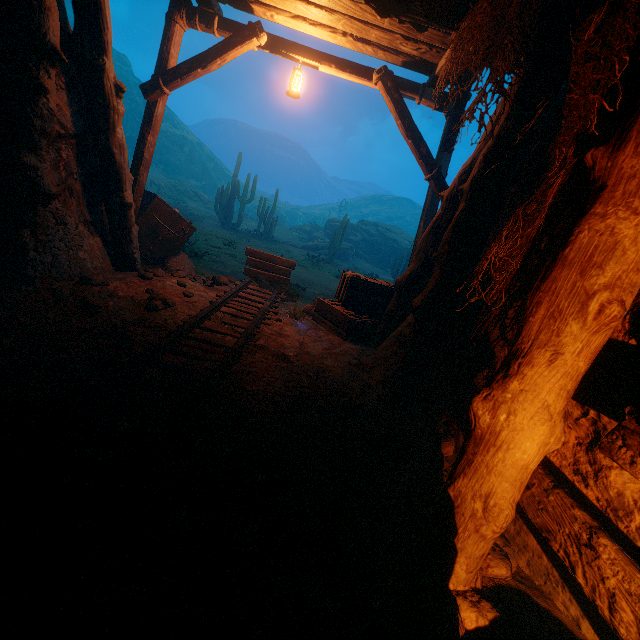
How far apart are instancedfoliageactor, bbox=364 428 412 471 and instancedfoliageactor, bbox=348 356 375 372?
1.44m

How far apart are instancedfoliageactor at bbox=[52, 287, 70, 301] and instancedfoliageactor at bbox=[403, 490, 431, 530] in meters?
4.2

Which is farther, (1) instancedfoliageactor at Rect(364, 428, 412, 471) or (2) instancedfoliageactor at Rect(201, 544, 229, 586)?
(1) instancedfoliageactor at Rect(364, 428, 412, 471)

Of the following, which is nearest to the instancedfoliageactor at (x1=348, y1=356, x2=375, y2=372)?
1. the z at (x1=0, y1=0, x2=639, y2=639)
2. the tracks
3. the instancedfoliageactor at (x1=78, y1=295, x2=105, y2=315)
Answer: the z at (x1=0, y1=0, x2=639, y2=639)

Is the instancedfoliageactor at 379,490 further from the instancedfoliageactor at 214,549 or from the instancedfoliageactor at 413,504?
the instancedfoliageactor at 214,549

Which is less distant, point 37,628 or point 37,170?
point 37,628

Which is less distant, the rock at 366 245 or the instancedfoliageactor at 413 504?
the instancedfoliageactor at 413 504

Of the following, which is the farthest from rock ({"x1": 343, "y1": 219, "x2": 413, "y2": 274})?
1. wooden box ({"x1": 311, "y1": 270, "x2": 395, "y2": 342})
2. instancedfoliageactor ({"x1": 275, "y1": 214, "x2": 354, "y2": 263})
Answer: wooden box ({"x1": 311, "y1": 270, "x2": 395, "y2": 342})
